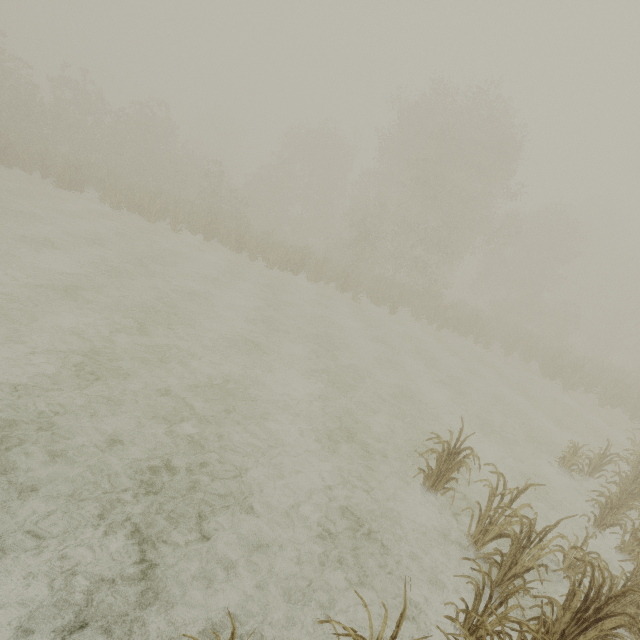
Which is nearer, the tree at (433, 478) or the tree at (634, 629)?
the tree at (634, 629)

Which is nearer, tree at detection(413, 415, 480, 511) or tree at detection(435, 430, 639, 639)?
tree at detection(435, 430, 639, 639)

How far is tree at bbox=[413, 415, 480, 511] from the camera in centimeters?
522cm

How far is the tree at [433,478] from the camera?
5.22m

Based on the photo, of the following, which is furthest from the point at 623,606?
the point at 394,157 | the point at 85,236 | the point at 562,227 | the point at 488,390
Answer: the point at 562,227
